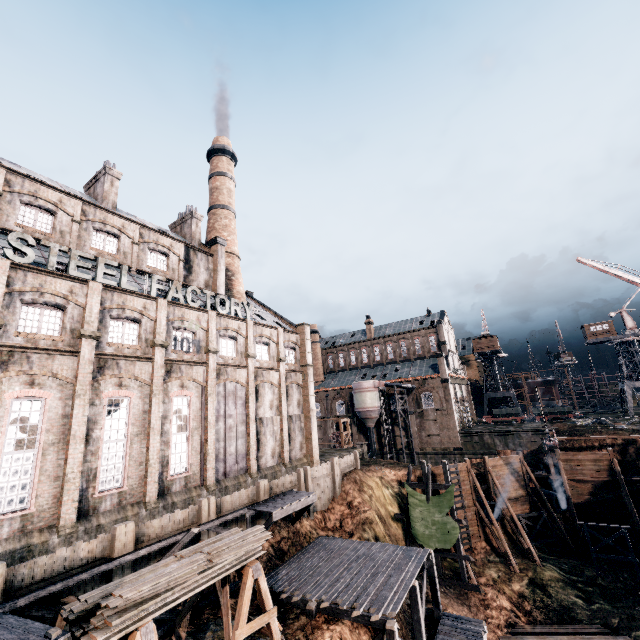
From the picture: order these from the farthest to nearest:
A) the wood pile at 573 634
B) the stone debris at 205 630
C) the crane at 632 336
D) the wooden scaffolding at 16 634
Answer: the crane at 632 336, the wood pile at 573 634, the stone debris at 205 630, the wooden scaffolding at 16 634

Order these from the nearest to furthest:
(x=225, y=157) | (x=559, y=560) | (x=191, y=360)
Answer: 1. (x=191, y=360)
2. (x=559, y=560)
3. (x=225, y=157)

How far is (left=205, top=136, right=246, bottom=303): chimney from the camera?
40.53m

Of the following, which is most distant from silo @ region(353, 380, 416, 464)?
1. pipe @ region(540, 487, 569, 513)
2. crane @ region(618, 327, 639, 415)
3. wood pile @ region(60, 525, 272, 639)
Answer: wood pile @ region(60, 525, 272, 639)

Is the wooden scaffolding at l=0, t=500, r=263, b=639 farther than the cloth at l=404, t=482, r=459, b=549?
No

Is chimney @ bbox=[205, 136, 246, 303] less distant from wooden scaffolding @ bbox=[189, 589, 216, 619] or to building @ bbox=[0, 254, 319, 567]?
building @ bbox=[0, 254, 319, 567]

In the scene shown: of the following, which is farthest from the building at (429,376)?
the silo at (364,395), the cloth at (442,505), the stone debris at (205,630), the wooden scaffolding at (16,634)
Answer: the cloth at (442,505)

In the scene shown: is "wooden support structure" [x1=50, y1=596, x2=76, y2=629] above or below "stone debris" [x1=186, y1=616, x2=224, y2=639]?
above
